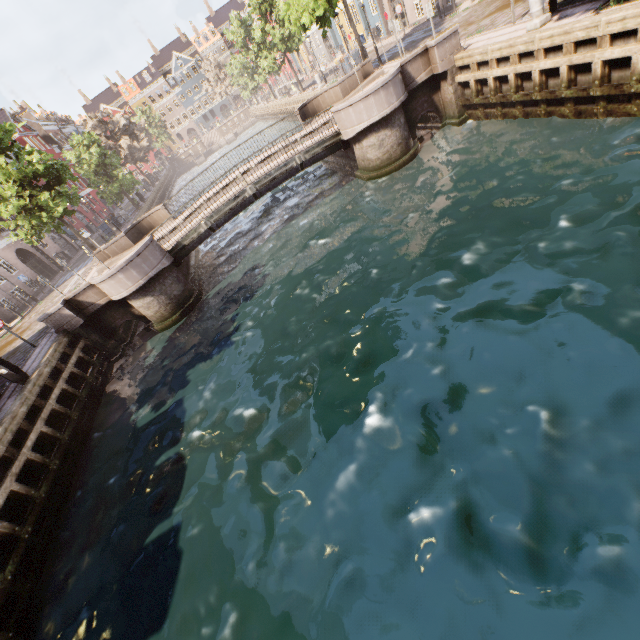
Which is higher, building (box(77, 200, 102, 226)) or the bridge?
building (box(77, 200, 102, 226))

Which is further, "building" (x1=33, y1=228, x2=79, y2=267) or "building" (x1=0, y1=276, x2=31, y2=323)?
"building" (x1=33, y1=228, x2=79, y2=267)

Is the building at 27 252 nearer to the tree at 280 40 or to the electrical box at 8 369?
the tree at 280 40

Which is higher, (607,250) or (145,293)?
(145,293)

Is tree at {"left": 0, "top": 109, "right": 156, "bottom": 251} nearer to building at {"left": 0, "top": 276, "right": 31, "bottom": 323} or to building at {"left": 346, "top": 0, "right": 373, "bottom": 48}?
building at {"left": 0, "top": 276, "right": 31, "bottom": 323}

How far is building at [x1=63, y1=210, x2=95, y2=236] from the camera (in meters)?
38.66

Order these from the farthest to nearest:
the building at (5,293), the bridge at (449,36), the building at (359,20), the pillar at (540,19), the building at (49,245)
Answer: the building at (359,20) < the building at (49,245) < the building at (5,293) < the bridge at (449,36) < the pillar at (540,19)
